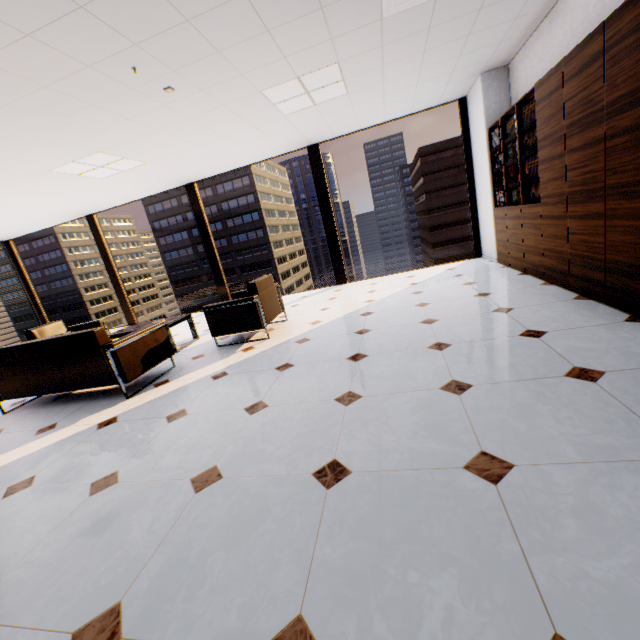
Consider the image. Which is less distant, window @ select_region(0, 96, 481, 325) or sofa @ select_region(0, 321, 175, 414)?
sofa @ select_region(0, 321, 175, 414)

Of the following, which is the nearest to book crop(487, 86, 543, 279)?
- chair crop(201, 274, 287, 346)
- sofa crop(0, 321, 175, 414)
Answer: chair crop(201, 274, 287, 346)

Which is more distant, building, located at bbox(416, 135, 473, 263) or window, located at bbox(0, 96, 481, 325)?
building, located at bbox(416, 135, 473, 263)

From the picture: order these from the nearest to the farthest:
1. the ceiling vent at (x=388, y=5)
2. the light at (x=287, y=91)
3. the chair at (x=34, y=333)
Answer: the ceiling vent at (x=388, y=5)
the light at (x=287, y=91)
the chair at (x=34, y=333)

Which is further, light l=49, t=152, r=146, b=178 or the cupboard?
light l=49, t=152, r=146, b=178

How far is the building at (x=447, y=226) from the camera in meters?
54.7 m

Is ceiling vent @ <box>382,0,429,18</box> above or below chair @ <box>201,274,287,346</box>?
above

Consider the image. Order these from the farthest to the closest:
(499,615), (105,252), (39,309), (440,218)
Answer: (440,218), (39,309), (105,252), (499,615)
